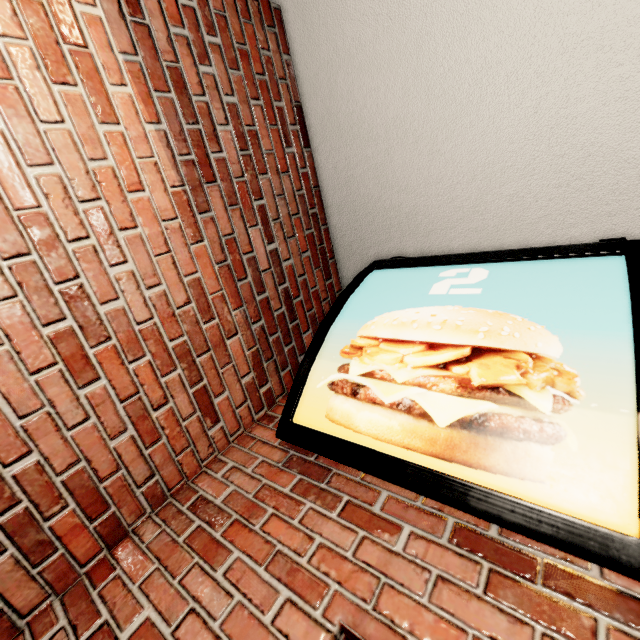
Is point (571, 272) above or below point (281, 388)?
above
